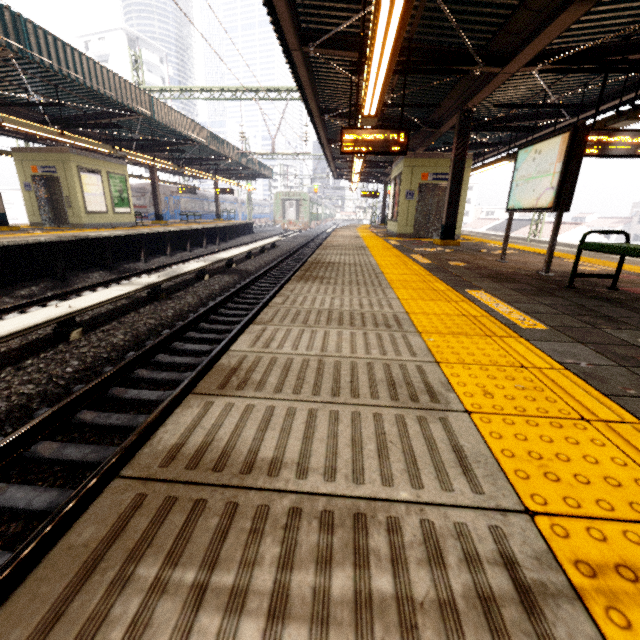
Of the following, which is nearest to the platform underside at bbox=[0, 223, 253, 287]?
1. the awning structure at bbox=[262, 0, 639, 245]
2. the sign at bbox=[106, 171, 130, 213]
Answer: the sign at bbox=[106, 171, 130, 213]

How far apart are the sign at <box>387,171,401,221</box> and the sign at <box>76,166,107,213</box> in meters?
12.5 m

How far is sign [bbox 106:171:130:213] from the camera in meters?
14.6

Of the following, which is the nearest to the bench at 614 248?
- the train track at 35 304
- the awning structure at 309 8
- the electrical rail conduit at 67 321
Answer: the awning structure at 309 8

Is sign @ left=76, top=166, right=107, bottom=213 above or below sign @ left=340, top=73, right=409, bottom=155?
below

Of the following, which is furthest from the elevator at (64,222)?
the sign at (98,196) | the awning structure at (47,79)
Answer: the awning structure at (47,79)

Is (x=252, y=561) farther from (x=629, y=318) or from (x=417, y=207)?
(x=417, y=207)

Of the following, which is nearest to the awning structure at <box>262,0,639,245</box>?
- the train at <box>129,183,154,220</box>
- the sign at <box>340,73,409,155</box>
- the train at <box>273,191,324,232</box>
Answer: the sign at <box>340,73,409,155</box>
